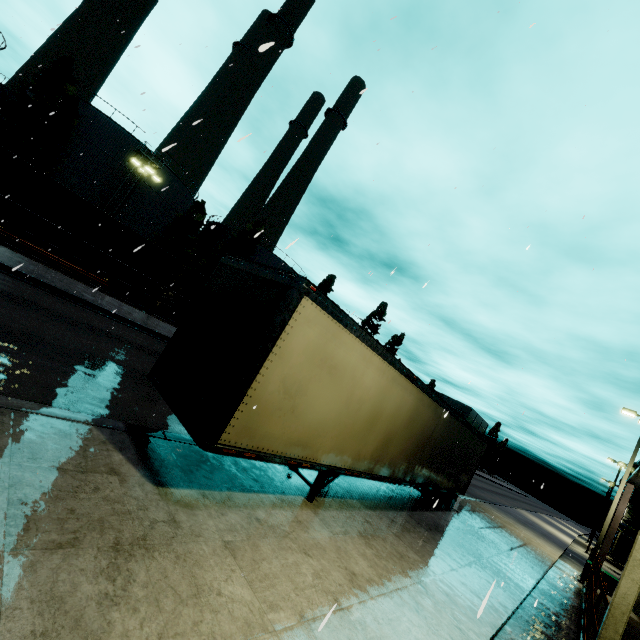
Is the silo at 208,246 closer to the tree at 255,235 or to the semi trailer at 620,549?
the tree at 255,235

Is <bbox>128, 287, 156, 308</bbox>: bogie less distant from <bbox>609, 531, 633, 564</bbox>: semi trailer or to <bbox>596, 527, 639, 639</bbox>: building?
<bbox>596, 527, 639, 639</bbox>: building

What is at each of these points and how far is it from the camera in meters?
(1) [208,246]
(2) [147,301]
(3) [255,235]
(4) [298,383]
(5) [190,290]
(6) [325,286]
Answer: (1) silo, 46.3 m
(2) bogie, 22.6 m
(3) tree, 4.1 m
(4) semi trailer, 5.4 m
(5) coal car, 24.9 m
(6) tree, 58.7 m

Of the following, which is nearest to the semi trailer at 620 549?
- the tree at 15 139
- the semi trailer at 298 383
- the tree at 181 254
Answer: the semi trailer at 298 383

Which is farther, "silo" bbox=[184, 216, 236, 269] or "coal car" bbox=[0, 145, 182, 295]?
"silo" bbox=[184, 216, 236, 269]

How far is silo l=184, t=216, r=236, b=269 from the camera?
45.6m

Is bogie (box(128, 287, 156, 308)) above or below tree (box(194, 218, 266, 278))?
below

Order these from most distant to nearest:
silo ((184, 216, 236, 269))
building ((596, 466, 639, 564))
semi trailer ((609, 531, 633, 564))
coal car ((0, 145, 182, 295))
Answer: silo ((184, 216, 236, 269)) → semi trailer ((609, 531, 633, 564)) → coal car ((0, 145, 182, 295)) → building ((596, 466, 639, 564))
